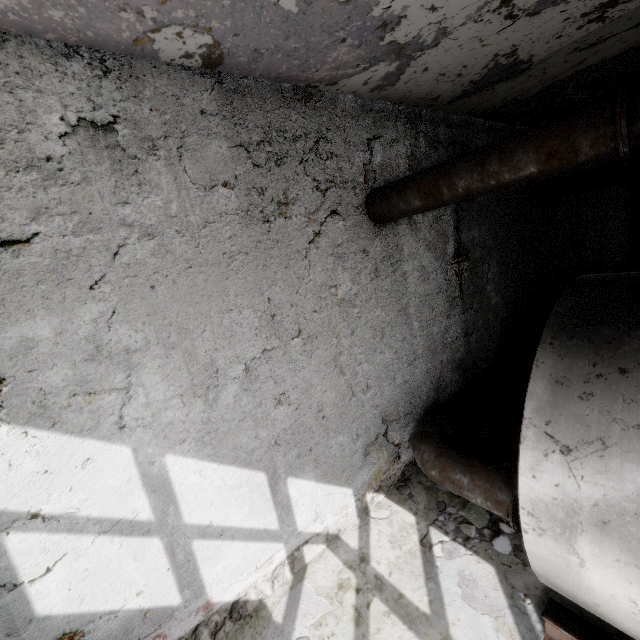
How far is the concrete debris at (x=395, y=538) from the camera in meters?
5.0

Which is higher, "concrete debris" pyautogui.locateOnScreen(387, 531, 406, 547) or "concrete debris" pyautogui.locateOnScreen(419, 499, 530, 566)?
"concrete debris" pyautogui.locateOnScreen(419, 499, 530, 566)

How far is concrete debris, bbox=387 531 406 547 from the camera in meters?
5.0

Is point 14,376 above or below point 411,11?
below

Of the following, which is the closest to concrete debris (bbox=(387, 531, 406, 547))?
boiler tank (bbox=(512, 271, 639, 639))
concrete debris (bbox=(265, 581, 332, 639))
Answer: boiler tank (bbox=(512, 271, 639, 639))

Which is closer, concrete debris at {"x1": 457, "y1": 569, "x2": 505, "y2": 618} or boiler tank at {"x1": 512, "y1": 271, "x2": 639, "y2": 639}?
boiler tank at {"x1": 512, "y1": 271, "x2": 639, "y2": 639}

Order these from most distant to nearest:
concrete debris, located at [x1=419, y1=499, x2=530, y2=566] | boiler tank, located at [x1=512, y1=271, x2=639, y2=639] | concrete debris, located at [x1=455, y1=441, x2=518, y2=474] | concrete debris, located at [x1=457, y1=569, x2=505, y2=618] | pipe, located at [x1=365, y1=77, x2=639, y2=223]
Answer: concrete debris, located at [x1=455, y1=441, x2=518, y2=474]
concrete debris, located at [x1=419, y1=499, x2=530, y2=566]
concrete debris, located at [x1=457, y1=569, x2=505, y2=618]
pipe, located at [x1=365, y1=77, x2=639, y2=223]
boiler tank, located at [x1=512, y1=271, x2=639, y2=639]

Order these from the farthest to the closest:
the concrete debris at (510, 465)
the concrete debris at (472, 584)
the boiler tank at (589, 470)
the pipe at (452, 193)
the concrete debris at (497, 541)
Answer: the concrete debris at (510, 465) < the concrete debris at (497, 541) < the concrete debris at (472, 584) < the pipe at (452, 193) < the boiler tank at (589, 470)
